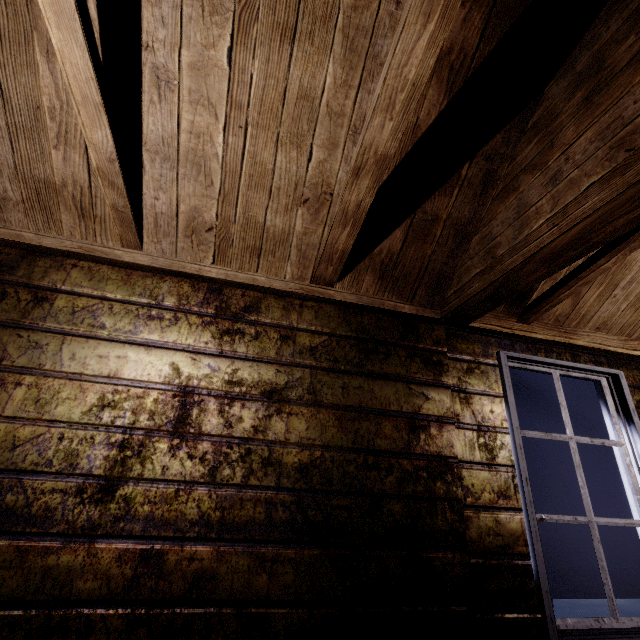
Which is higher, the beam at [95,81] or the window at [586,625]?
the beam at [95,81]

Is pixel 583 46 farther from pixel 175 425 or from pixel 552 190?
pixel 175 425

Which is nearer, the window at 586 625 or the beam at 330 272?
the beam at 330 272

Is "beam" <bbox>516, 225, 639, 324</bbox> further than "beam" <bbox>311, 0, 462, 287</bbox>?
Yes

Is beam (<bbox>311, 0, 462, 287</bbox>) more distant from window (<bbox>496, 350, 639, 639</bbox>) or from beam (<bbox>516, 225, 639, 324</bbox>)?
window (<bbox>496, 350, 639, 639</bbox>)
